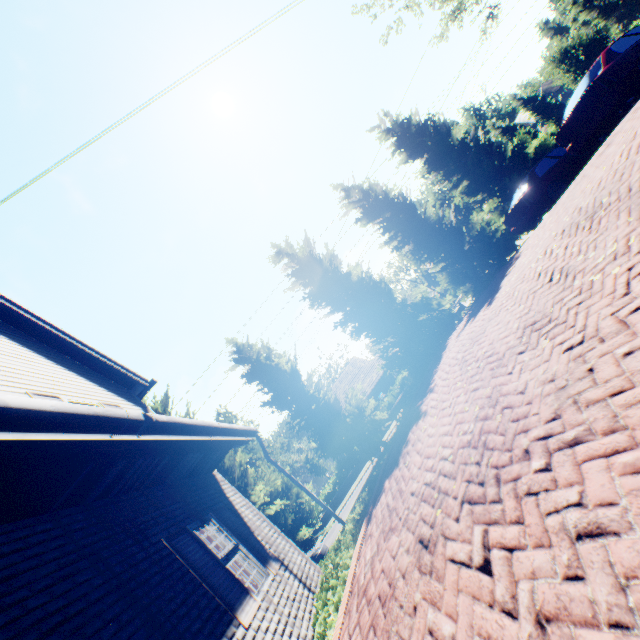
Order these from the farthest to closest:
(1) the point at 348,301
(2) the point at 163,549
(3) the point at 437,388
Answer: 1. (1) the point at 348,301
2. (3) the point at 437,388
3. (2) the point at 163,549

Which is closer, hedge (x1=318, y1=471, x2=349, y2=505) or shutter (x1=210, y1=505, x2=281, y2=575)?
shutter (x1=210, y1=505, x2=281, y2=575)

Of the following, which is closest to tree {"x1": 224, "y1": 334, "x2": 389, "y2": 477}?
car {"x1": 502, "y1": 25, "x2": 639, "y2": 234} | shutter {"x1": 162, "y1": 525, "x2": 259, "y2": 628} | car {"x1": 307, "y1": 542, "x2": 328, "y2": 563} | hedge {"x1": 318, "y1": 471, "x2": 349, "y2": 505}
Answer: car {"x1": 307, "y1": 542, "x2": 328, "y2": 563}

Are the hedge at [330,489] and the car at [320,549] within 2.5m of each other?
no

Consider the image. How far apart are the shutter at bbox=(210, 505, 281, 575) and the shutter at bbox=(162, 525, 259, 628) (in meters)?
0.96

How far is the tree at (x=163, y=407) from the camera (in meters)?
14.71

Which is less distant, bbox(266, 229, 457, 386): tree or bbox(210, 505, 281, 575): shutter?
bbox(210, 505, 281, 575): shutter

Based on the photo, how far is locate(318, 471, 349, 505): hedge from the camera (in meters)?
29.50
